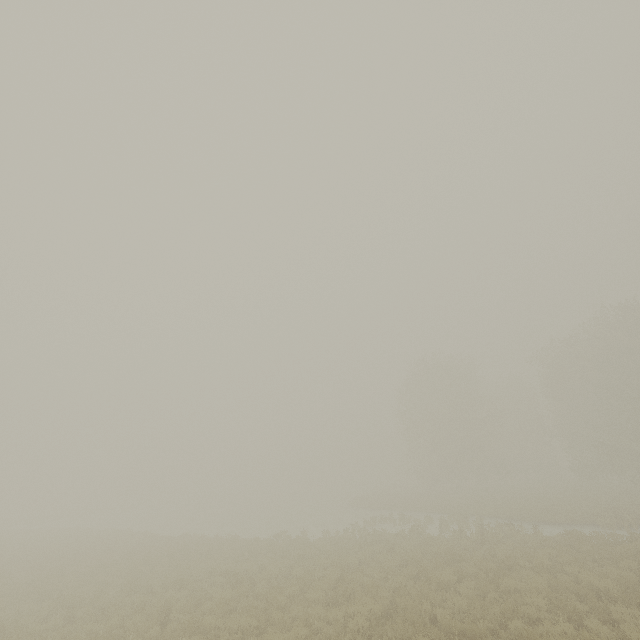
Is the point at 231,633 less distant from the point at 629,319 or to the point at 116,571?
the point at 116,571
